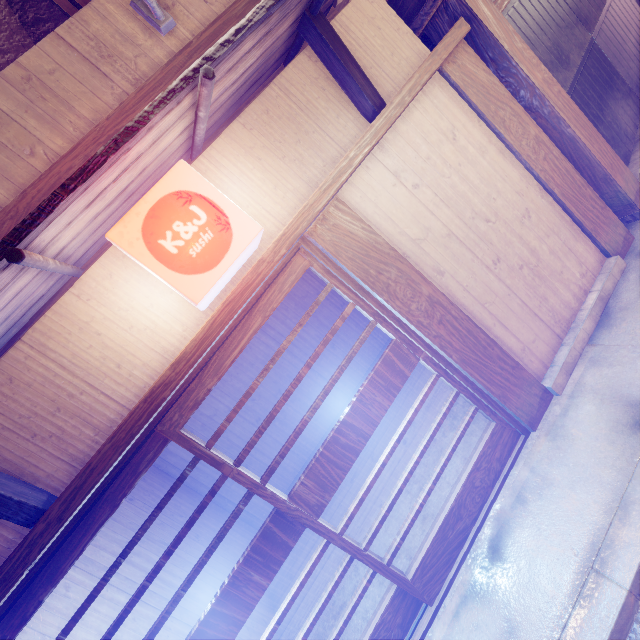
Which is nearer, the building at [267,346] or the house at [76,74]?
the house at [76,74]

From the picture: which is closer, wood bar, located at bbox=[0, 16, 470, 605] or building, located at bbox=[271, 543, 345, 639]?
wood bar, located at bbox=[0, 16, 470, 605]

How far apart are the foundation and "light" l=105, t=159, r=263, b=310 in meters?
5.5

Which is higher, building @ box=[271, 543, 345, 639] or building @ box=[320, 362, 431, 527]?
building @ box=[320, 362, 431, 527]

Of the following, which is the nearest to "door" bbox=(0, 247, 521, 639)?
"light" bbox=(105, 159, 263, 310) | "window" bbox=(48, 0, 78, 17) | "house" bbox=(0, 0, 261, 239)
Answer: "light" bbox=(105, 159, 263, 310)

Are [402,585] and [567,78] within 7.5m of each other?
no

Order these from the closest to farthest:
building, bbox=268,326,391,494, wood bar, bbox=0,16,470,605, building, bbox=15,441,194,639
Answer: wood bar, bbox=0,16,470,605, building, bbox=15,441,194,639, building, bbox=268,326,391,494

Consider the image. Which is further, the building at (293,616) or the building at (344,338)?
the building at (344,338)
